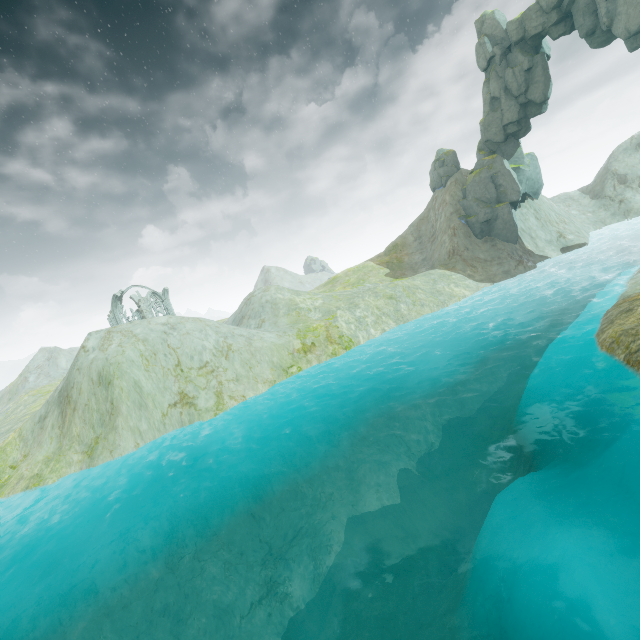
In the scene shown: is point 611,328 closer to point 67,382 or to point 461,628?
point 461,628

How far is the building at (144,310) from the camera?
49.8 meters

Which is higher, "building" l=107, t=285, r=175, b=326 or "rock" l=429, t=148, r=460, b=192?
"rock" l=429, t=148, r=460, b=192

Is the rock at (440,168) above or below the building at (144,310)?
above

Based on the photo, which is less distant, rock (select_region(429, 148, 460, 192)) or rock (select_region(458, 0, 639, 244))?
rock (select_region(458, 0, 639, 244))

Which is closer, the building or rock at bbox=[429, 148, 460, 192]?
rock at bbox=[429, 148, 460, 192]

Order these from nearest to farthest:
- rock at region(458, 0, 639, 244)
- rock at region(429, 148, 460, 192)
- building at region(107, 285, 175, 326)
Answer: rock at region(458, 0, 639, 244) < rock at region(429, 148, 460, 192) < building at region(107, 285, 175, 326)
